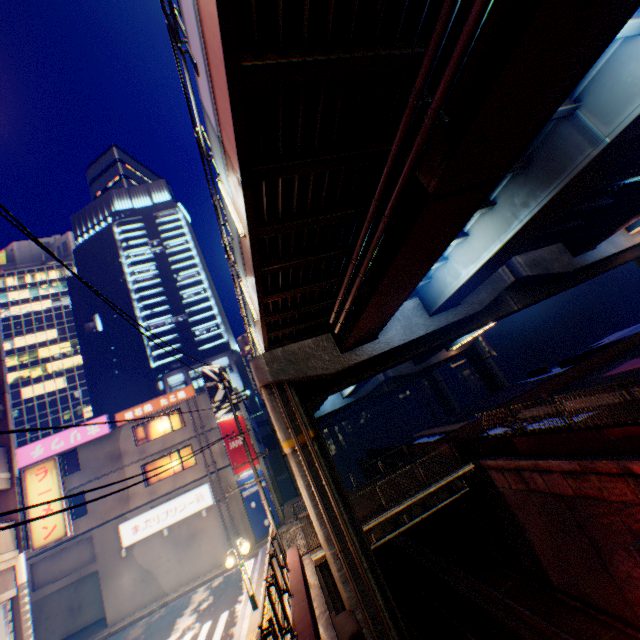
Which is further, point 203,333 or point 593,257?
point 203,333

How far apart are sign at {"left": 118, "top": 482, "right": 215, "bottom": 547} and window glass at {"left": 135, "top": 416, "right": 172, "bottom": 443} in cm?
460

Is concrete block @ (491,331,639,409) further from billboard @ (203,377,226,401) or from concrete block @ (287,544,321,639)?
billboard @ (203,377,226,401)

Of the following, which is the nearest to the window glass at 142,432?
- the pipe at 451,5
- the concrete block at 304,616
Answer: the concrete block at 304,616

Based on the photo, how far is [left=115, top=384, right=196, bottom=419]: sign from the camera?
24.7 meters

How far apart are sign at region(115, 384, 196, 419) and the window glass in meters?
0.6

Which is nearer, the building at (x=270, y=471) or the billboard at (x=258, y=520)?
the billboard at (x=258, y=520)

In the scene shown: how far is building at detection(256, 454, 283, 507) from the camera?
26.0 meters
